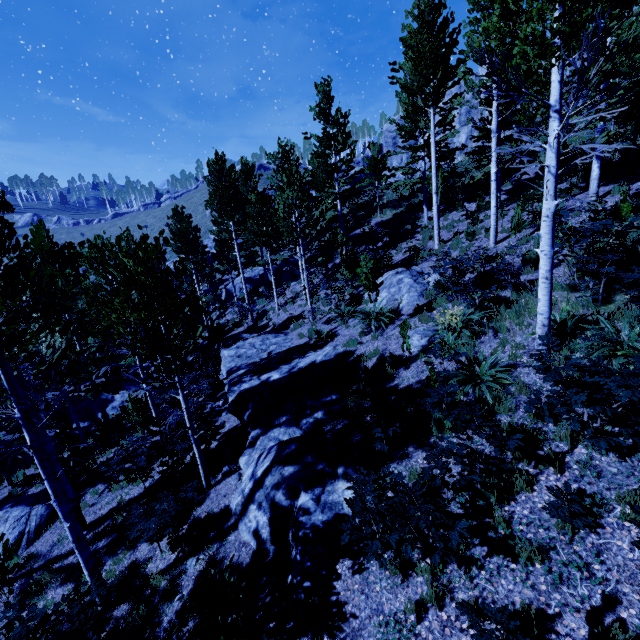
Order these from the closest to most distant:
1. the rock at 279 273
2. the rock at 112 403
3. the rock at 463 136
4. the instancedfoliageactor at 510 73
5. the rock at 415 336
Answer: the instancedfoliageactor at 510 73 < the rock at 415 336 < the rock at 112 403 < the rock at 279 273 < the rock at 463 136

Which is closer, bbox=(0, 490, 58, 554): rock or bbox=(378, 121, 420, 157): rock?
bbox=(0, 490, 58, 554): rock

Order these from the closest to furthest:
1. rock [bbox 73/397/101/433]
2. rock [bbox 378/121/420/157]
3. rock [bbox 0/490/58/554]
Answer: rock [bbox 0/490/58/554]
rock [bbox 73/397/101/433]
rock [bbox 378/121/420/157]

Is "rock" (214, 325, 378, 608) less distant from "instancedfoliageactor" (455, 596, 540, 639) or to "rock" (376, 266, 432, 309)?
"instancedfoliageactor" (455, 596, 540, 639)

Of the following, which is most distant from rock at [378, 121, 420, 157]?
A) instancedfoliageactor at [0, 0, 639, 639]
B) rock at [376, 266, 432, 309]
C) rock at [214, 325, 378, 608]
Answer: rock at [214, 325, 378, 608]

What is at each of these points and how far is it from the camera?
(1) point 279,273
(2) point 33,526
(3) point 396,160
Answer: (1) rock, 26.8 meters
(2) rock, 10.1 meters
(3) rock, 41.9 meters

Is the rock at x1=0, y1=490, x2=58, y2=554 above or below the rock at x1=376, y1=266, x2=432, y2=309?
below

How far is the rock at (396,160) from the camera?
38.2 meters
